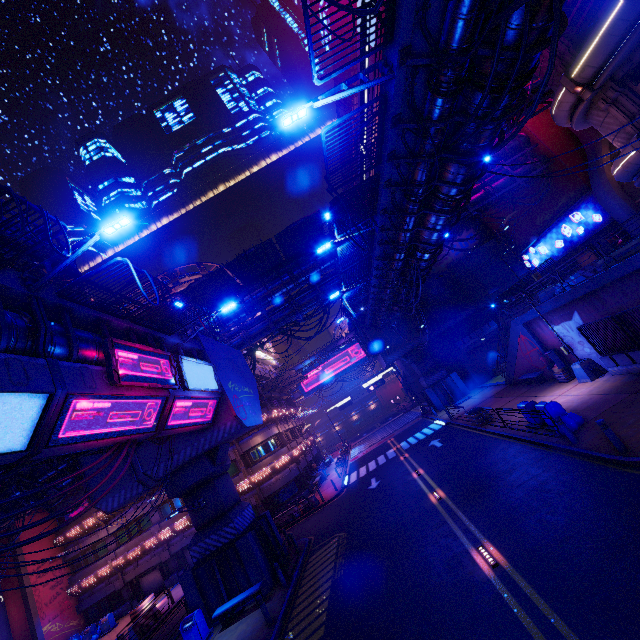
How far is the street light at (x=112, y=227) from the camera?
8.7m

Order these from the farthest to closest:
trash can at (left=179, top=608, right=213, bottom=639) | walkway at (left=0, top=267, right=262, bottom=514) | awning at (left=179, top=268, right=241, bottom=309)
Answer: awning at (left=179, top=268, right=241, bottom=309) → trash can at (left=179, top=608, right=213, bottom=639) → walkway at (left=0, top=267, right=262, bottom=514)

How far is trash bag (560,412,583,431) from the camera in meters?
12.9 m

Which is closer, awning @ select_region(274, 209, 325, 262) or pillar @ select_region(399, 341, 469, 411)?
awning @ select_region(274, 209, 325, 262)

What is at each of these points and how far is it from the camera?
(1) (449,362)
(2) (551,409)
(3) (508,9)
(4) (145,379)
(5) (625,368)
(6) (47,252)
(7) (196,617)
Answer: (1) wall arch, 37.4 meters
(2) trash can, 13.9 meters
(3) cable, 7.0 meters
(4) sign, 11.3 meters
(5) fence, 15.2 meters
(6) pipe, 18.3 meters
(7) trash can, 14.6 meters

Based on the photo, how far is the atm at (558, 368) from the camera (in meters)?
19.28

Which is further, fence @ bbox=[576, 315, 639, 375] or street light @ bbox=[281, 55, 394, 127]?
fence @ bbox=[576, 315, 639, 375]

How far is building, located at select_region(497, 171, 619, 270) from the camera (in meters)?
26.88
